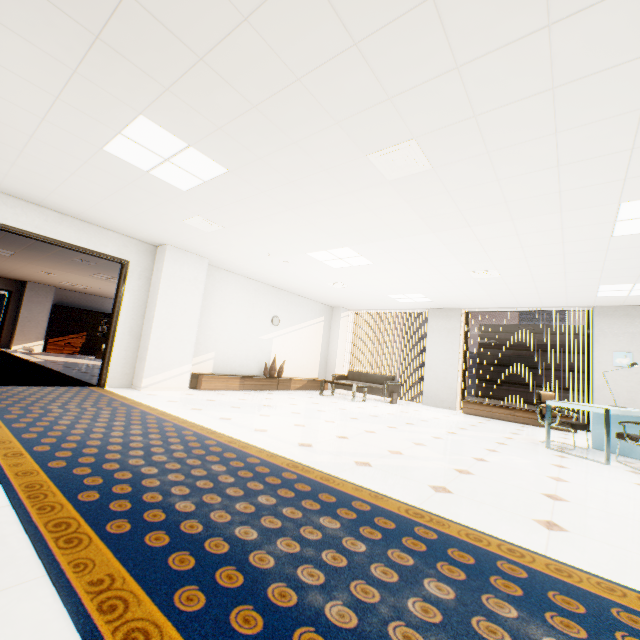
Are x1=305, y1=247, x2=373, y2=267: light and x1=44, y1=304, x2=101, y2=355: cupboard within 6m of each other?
no

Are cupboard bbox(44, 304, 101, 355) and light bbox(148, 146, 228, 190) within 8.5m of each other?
no

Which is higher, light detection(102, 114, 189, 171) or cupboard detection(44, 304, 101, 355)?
light detection(102, 114, 189, 171)

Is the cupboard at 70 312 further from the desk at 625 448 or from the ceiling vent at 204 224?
the desk at 625 448

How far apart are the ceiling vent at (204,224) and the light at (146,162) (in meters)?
0.82

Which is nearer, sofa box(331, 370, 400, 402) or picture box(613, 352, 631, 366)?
picture box(613, 352, 631, 366)

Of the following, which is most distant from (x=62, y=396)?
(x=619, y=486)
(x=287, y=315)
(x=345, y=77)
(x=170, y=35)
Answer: (x=619, y=486)

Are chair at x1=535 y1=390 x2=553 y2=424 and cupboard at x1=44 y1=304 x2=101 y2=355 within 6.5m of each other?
no
